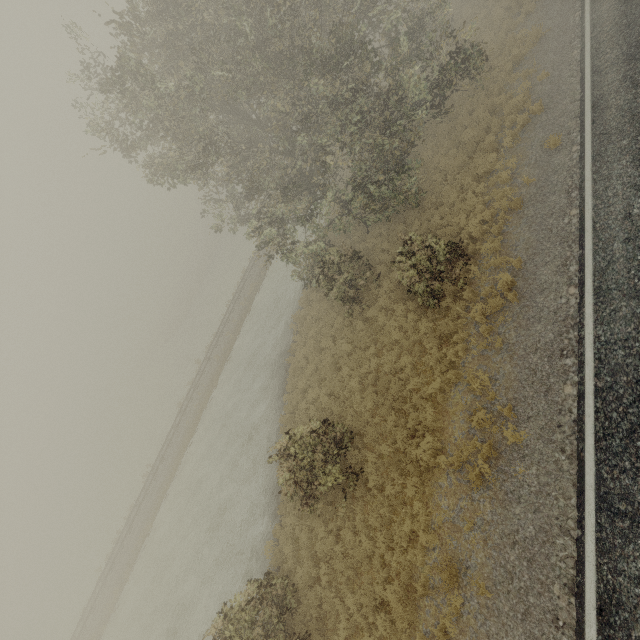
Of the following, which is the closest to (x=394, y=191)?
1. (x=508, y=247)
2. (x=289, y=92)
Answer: (x=508, y=247)
